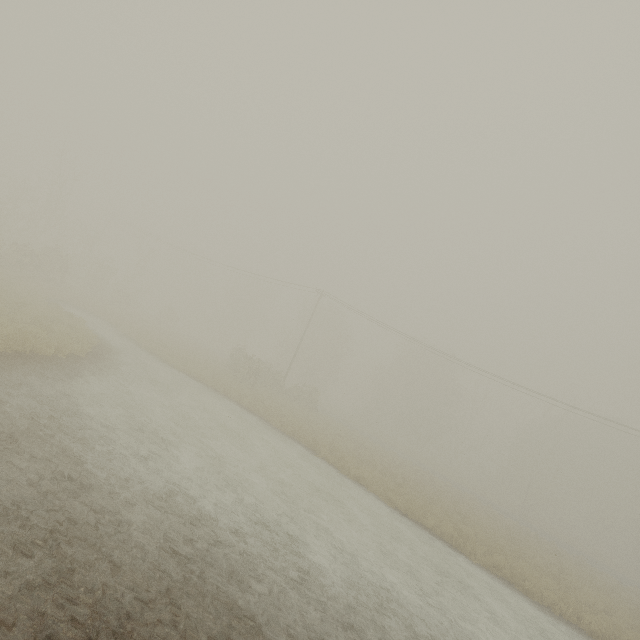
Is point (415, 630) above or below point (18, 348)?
below

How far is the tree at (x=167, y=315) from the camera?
45.9m

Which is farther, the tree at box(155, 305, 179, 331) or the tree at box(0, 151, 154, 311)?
the tree at box(155, 305, 179, 331)

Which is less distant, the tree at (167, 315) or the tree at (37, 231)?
the tree at (37, 231)

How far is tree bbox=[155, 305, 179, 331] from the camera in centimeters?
4593cm
